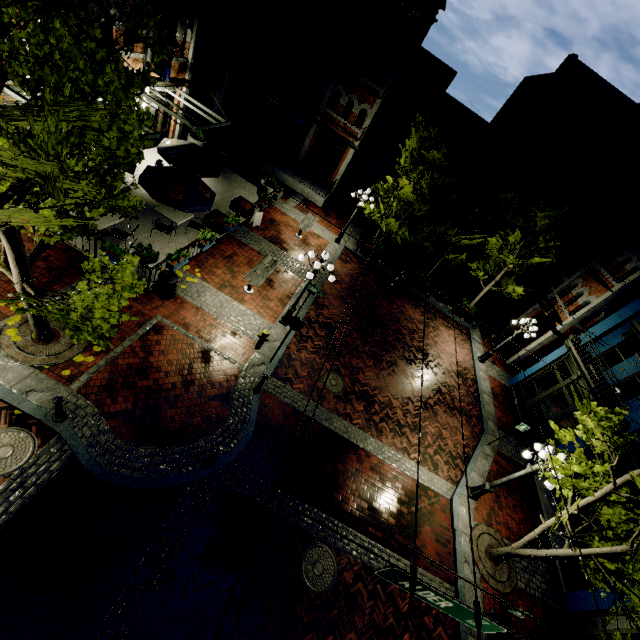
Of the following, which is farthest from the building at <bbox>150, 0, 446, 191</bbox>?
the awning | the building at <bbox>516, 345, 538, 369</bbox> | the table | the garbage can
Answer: the building at <bbox>516, 345, 538, 369</bbox>

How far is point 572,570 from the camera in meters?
10.9 m

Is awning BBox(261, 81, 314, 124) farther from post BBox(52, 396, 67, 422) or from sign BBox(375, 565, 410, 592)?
sign BBox(375, 565, 410, 592)

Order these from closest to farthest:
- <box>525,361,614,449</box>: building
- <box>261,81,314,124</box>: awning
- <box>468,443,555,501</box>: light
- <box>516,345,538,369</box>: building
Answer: <box>468,443,555,501</box>: light, <box>525,361,614,449</box>: building, <box>516,345,538,369</box>: building, <box>261,81,314,124</box>: awning

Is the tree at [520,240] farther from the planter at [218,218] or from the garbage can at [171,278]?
the planter at [218,218]

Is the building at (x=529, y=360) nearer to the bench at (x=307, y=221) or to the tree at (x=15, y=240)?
the tree at (x=15, y=240)

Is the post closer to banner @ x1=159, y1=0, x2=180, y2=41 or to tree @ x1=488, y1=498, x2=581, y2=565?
tree @ x1=488, y1=498, x2=581, y2=565

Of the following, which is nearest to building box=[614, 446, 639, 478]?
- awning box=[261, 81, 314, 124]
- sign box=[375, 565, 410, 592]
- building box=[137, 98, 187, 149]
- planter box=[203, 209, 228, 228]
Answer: sign box=[375, 565, 410, 592]
